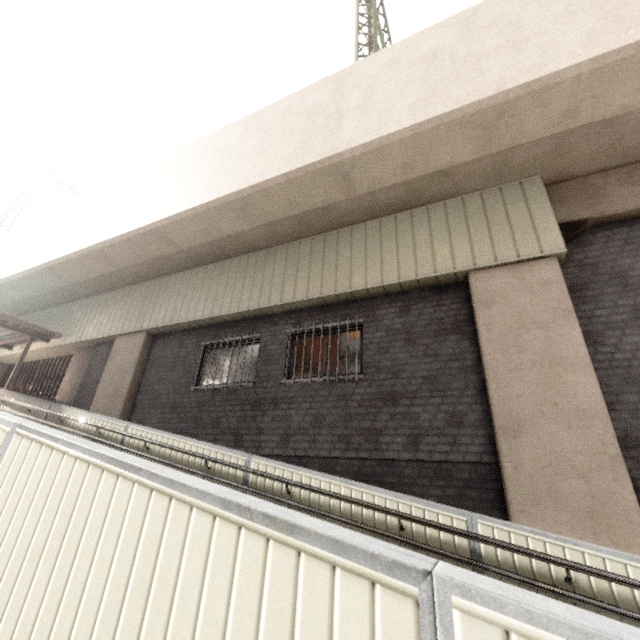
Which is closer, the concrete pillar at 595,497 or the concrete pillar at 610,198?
the concrete pillar at 595,497

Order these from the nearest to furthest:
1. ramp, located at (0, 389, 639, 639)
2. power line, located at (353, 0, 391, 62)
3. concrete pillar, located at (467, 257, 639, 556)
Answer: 1. ramp, located at (0, 389, 639, 639)
2. concrete pillar, located at (467, 257, 639, 556)
3. power line, located at (353, 0, 391, 62)

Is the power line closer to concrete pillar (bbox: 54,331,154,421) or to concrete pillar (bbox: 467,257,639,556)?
concrete pillar (bbox: 467,257,639,556)

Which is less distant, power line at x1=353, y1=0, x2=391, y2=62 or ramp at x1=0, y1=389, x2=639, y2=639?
ramp at x1=0, y1=389, x2=639, y2=639

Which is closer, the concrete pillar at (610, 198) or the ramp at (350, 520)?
the ramp at (350, 520)

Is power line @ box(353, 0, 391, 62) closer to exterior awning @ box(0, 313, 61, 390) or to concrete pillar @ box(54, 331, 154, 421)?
concrete pillar @ box(54, 331, 154, 421)

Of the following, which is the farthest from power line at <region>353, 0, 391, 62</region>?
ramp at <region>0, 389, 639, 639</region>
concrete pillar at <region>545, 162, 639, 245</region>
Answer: ramp at <region>0, 389, 639, 639</region>

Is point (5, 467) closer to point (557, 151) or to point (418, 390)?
point (418, 390)
